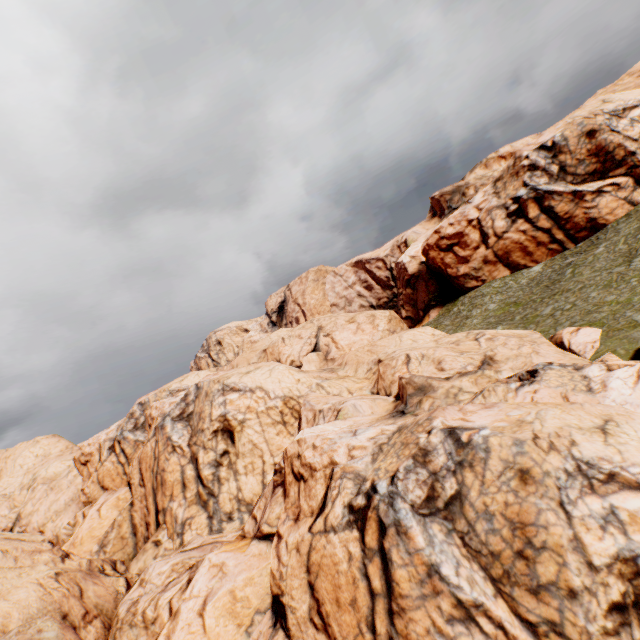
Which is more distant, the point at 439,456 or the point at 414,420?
the point at 414,420
